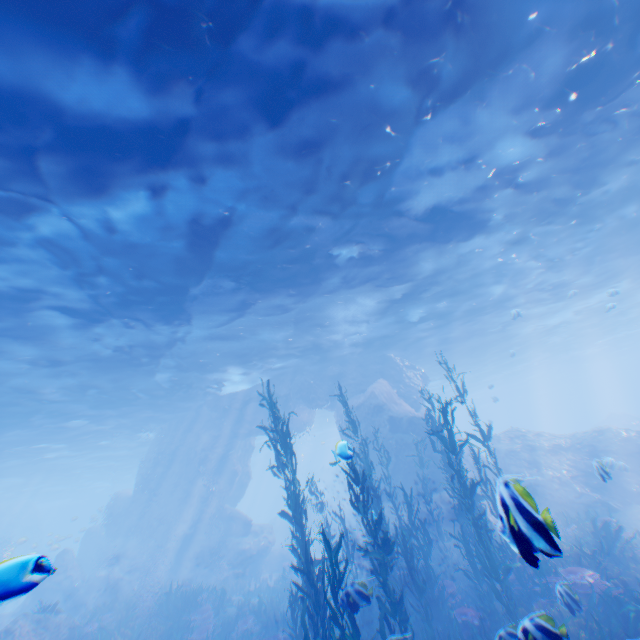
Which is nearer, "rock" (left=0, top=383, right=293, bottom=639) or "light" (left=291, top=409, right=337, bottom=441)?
"rock" (left=0, top=383, right=293, bottom=639)

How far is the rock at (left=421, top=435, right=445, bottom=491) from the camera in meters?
17.4 m

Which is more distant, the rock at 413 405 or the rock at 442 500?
the rock at 413 405

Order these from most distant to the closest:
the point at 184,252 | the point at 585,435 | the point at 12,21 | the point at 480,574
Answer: the point at 585,435, the point at 184,252, the point at 480,574, the point at 12,21

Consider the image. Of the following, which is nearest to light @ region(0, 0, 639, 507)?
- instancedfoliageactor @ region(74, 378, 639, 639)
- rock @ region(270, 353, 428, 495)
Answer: rock @ region(270, 353, 428, 495)

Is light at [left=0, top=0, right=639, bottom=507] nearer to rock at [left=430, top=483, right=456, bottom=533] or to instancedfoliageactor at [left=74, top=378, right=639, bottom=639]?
rock at [left=430, top=483, right=456, bottom=533]
